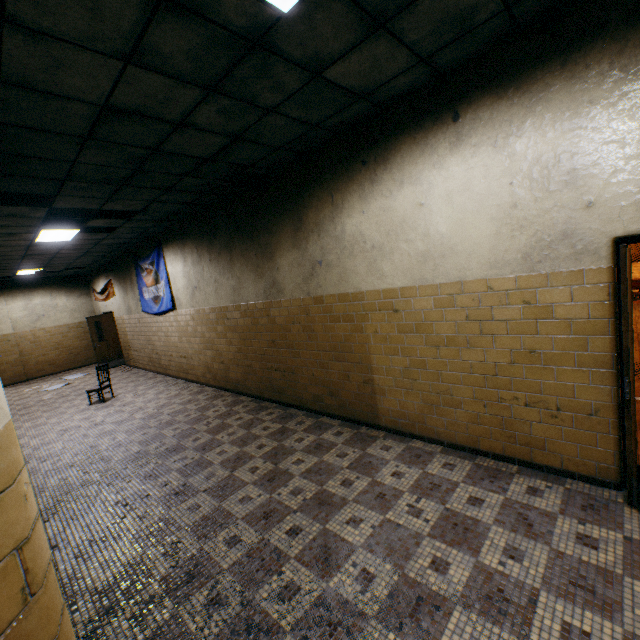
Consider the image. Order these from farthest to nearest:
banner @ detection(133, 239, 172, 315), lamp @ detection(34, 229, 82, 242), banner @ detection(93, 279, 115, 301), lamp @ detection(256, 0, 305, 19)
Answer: banner @ detection(93, 279, 115, 301) → banner @ detection(133, 239, 172, 315) → lamp @ detection(34, 229, 82, 242) → lamp @ detection(256, 0, 305, 19)

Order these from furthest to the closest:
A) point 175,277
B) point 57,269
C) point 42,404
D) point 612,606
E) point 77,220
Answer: point 57,269
point 42,404
point 175,277
point 77,220
point 612,606

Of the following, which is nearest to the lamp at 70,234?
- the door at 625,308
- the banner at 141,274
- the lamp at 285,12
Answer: the banner at 141,274

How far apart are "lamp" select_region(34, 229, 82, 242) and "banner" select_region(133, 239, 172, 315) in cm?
167

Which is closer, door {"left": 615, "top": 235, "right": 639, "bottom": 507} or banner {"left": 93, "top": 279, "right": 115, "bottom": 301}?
door {"left": 615, "top": 235, "right": 639, "bottom": 507}

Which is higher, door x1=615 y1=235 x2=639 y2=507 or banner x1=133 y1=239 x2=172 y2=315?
banner x1=133 y1=239 x2=172 y2=315

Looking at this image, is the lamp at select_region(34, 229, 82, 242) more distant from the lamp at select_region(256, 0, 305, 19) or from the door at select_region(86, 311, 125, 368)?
the lamp at select_region(256, 0, 305, 19)

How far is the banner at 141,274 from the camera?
8.4m
